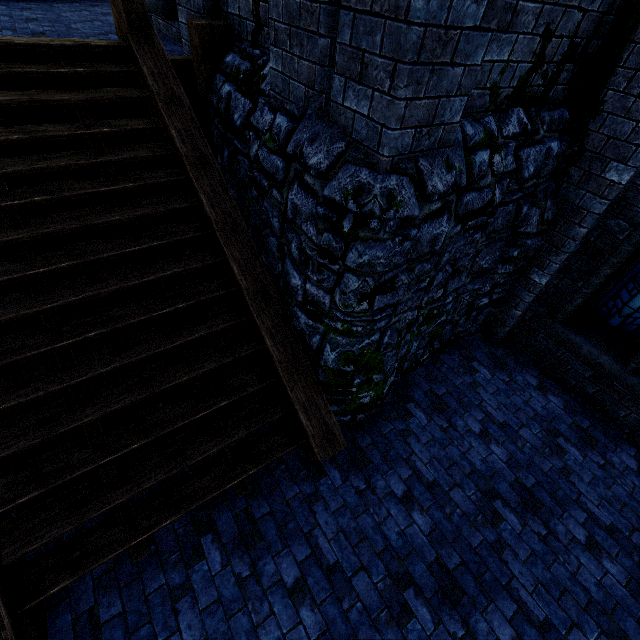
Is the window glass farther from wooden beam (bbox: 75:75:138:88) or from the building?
wooden beam (bbox: 75:75:138:88)

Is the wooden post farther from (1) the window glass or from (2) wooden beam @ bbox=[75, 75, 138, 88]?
(1) the window glass

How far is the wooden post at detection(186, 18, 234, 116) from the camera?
4.0 meters

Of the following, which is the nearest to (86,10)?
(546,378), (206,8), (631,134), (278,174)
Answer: (206,8)

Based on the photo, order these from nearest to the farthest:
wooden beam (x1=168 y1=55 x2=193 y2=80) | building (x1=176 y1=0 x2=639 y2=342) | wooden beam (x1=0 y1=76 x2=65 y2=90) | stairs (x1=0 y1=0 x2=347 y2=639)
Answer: building (x1=176 y1=0 x2=639 y2=342) < stairs (x1=0 y1=0 x2=347 y2=639) < wooden beam (x1=0 y1=76 x2=65 y2=90) < wooden beam (x1=168 y1=55 x2=193 y2=80)

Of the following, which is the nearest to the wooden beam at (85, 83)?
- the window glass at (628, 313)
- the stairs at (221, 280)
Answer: the stairs at (221, 280)

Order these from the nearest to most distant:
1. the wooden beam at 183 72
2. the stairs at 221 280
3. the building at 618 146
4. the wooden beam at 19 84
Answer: the building at 618 146, the stairs at 221 280, the wooden beam at 19 84, the wooden beam at 183 72

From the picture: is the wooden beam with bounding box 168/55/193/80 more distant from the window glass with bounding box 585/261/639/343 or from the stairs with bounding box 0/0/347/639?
the window glass with bounding box 585/261/639/343
